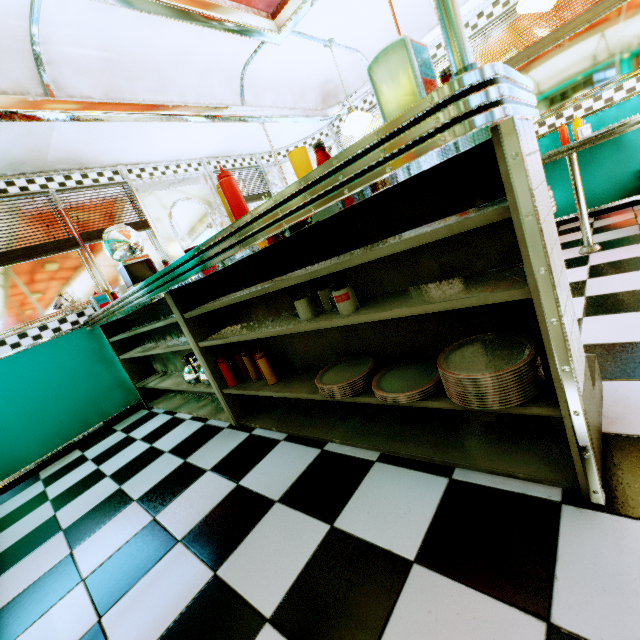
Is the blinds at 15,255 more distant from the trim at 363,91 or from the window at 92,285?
the trim at 363,91

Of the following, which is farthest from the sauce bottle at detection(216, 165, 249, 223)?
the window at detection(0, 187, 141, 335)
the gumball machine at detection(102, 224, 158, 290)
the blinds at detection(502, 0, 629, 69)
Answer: the blinds at detection(502, 0, 629, 69)

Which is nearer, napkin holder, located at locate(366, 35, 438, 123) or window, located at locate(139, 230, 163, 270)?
napkin holder, located at locate(366, 35, 438, 123)

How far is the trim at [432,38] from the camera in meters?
3.9 m

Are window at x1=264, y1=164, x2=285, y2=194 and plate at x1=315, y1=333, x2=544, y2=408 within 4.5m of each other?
no

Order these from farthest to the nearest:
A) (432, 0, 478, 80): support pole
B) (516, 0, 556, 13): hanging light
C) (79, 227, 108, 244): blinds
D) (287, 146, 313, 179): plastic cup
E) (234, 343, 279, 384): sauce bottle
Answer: (79, 227, 108, 244): blinds → (516, 0, 556, 13): hanging light → (234, 343, 279, 384): sauce bottle → (287, 146, 313, 179): plastic cup → (432, 0, 478, 80): support pole

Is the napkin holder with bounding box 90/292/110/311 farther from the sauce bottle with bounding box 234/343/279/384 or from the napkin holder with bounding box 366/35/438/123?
the napkin holder with bounding box 366/35/438/123

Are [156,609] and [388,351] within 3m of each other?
yes
